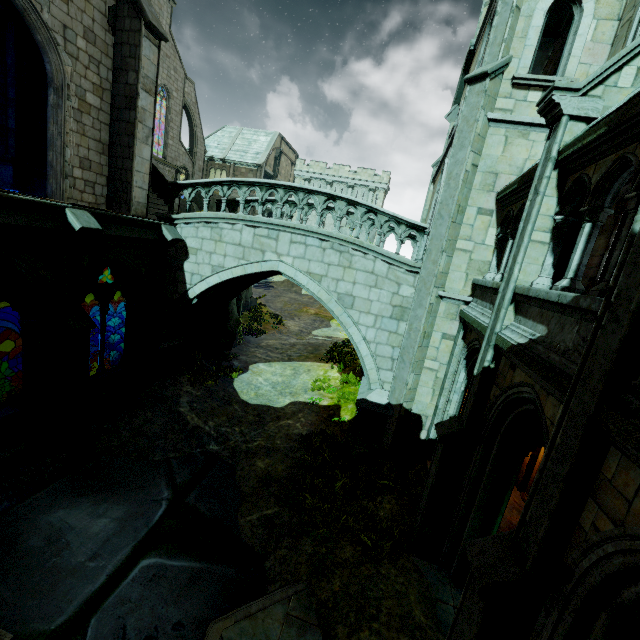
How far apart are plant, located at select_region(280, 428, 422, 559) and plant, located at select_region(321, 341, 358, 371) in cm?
768

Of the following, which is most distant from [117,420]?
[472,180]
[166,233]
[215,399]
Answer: [472,180]

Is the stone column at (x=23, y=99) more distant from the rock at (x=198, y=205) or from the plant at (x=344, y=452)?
the plant at (x=344, y=452)

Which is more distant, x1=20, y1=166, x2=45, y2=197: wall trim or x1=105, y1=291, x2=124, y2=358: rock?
x1=105, y1=291, x2=124, y2=358: rock

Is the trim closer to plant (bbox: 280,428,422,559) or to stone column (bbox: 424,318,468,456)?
plant (bbox: 280,428,422,559)

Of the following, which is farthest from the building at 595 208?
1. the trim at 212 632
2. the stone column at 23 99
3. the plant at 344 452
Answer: the trim at 212 632

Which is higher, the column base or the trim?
the column base

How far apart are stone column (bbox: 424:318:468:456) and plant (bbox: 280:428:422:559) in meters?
1.9 m
